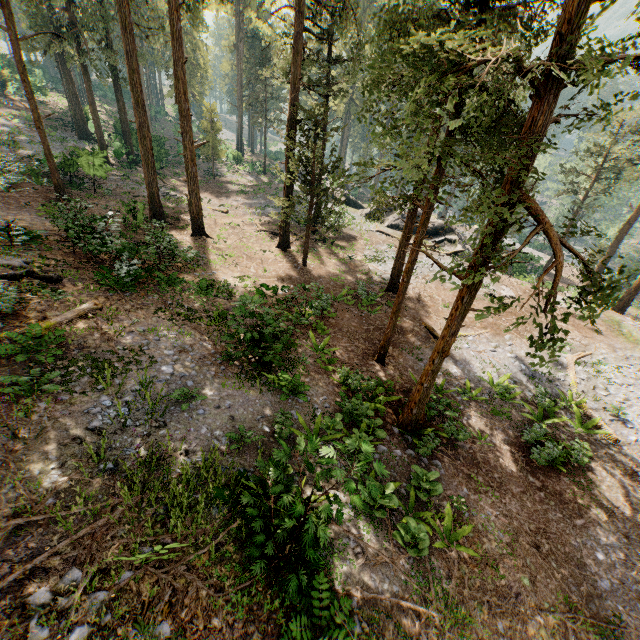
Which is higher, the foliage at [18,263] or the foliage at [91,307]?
the foliage at [18,263]

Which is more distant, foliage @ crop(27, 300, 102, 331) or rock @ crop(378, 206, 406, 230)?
rock @ crop(378, 206, 406, 230)

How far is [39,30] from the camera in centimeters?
2528cm

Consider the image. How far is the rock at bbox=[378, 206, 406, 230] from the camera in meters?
33.5

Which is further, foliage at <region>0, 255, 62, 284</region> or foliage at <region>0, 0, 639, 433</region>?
foliage at <region>0, 255, 62, 284</region>

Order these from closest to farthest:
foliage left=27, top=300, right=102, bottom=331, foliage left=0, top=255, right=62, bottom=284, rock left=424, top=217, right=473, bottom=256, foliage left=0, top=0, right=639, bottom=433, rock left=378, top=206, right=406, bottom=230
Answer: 1. foliage left=0, top=0, right=639, bottom=433
2. foliage left=27, top=300, right=102, bottom=331
3. foliage left=0, top=255, right=62, bottom=284
4. rock left=424, top=217, right=473, bottom=256
5. rock left=378, top=206, right=406, bottom=230
